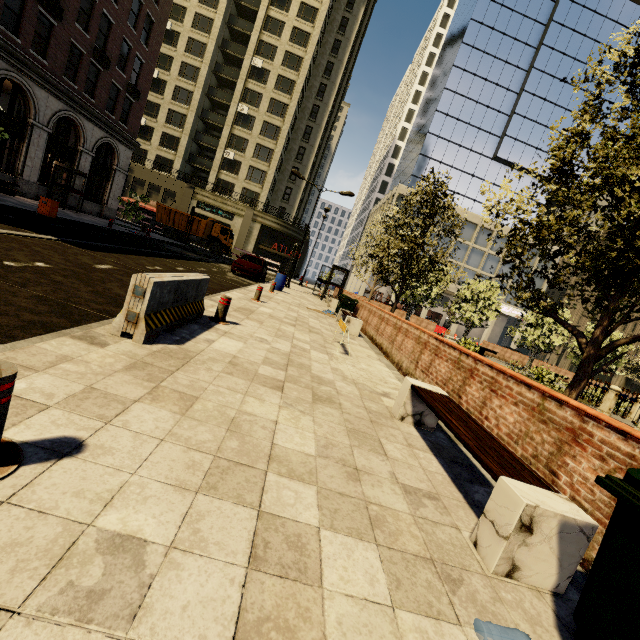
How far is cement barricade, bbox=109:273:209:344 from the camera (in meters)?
3.96

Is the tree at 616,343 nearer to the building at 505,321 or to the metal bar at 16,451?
the building at 505,321

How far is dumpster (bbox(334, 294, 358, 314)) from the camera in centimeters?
1543cm

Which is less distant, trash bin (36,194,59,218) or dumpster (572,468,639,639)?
dumpster (572,468,639,639)

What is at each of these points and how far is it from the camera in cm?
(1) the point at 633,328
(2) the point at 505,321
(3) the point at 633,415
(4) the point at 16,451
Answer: (1) building, 5159
(2) building, 5175
(3) fence, 1625
(4) metal bar, 186

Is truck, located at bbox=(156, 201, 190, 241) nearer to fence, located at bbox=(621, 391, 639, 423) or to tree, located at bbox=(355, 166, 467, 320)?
tree, located at bbox=(355, 166, 467, 320)

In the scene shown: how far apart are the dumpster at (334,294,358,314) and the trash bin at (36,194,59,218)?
13.32m

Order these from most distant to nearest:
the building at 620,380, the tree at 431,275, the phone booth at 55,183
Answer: the building at 620,380
the phone booth at 55,183
the tree at 431,275
